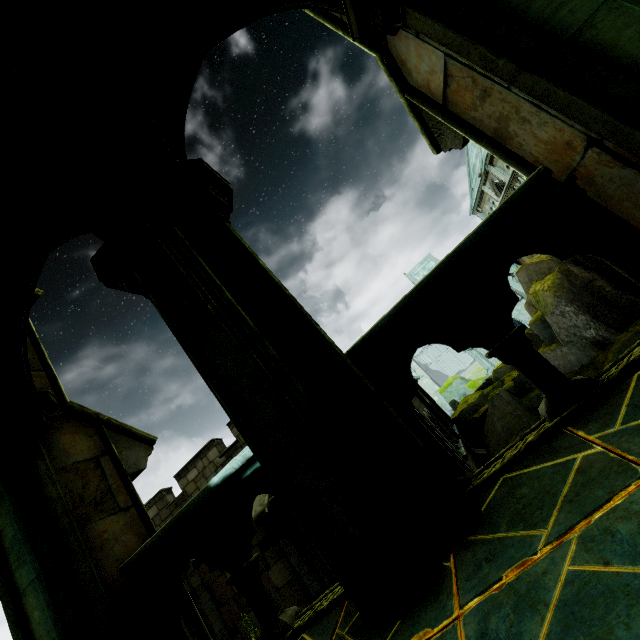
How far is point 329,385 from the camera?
2.1m

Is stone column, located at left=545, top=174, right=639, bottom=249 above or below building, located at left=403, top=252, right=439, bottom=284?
below

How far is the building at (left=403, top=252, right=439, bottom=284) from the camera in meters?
53.9

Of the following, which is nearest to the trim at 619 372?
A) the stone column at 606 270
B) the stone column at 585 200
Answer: the stone column at 585 200

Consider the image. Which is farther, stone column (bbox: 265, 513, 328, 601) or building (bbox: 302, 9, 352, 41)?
stone column (bbox: 265, 513, 328, 601)

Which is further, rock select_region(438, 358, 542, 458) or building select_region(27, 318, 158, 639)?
rock select_region(438, 358, 542, 458)

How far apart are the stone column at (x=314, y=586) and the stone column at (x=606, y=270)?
16.45m

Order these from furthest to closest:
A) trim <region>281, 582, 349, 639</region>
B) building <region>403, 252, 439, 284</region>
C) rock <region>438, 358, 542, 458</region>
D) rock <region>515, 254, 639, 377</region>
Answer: building <region>403, 252, 439, 284</region>
rock <region>438, 358, 542, 458</region>
rock <region>515, 254, 639, 377</region>
trim <region>281, 582, 349, 639</region>
